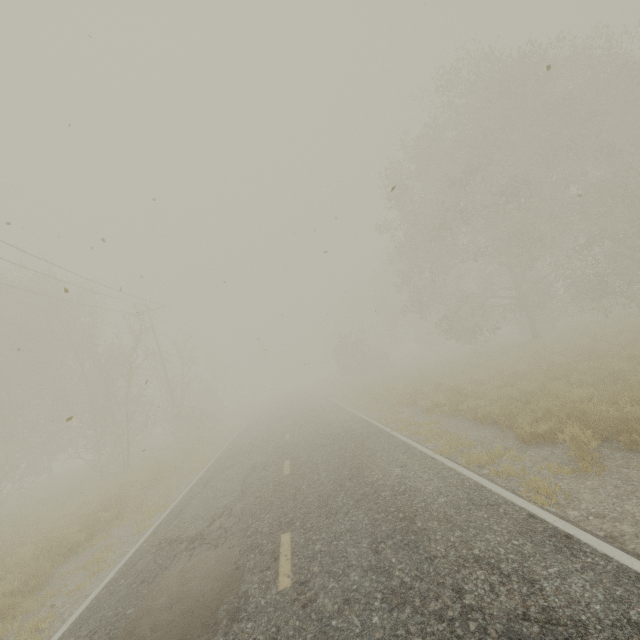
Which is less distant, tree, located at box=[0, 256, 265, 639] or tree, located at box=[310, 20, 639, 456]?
tree, located at box=[0, 256, 265, 639]

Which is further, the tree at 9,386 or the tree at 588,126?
the tree at 588,126

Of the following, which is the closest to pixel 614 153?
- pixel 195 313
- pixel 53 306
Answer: pixel 195 313
